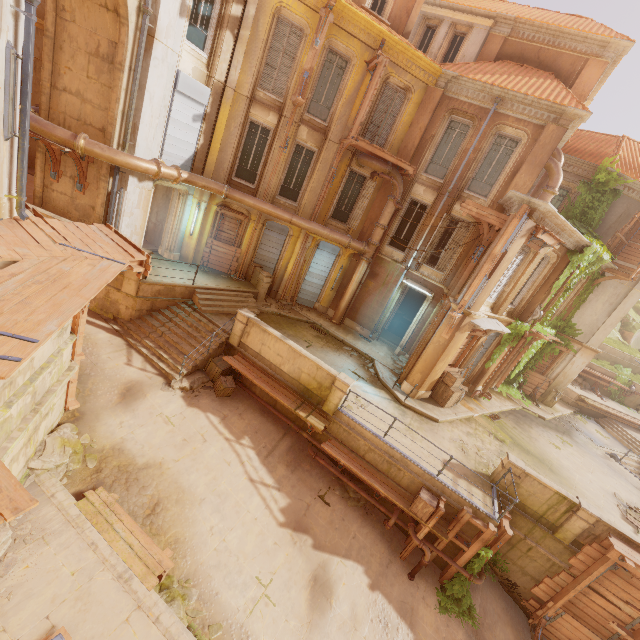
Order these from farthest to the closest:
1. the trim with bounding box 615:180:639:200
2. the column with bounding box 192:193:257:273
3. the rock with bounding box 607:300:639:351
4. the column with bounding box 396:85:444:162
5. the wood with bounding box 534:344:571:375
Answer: the rock with bounding box 607:300:639:351 → the wood with bounding box 534:344:571:375 → the trim with bounding box 615:180:639:200 → the column with bounding box 192:193:257:273 → the column with bounding box 396:85:444:162

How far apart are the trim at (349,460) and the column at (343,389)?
0.80m

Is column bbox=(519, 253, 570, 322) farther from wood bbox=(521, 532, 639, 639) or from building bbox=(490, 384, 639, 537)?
wood bbox=(521, 532, 639, 639)

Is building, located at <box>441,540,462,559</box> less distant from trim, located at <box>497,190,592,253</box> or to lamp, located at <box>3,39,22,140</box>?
lamp, located at <box>3,39,22,140</box>

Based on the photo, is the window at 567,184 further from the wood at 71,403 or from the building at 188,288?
the wood at 71,403

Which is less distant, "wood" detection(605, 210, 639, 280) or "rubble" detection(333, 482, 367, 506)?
"rubble" detection(333, 482, 367, 506)

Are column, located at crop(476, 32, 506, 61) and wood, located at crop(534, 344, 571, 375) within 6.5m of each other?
no

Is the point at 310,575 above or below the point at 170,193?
below
